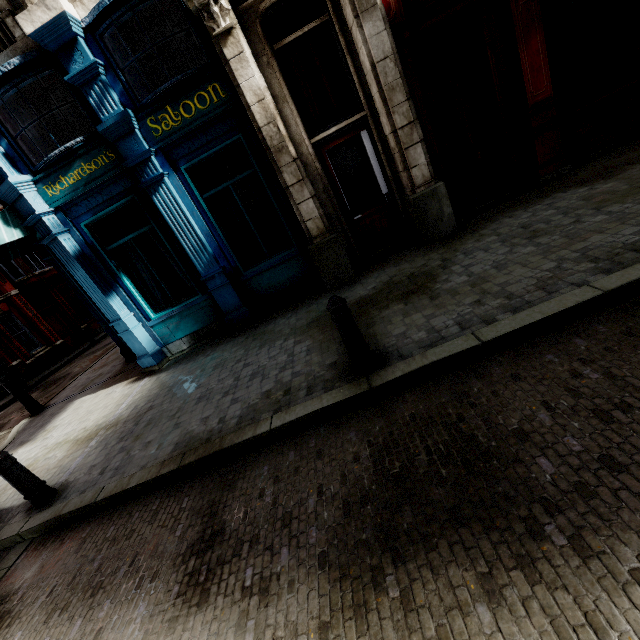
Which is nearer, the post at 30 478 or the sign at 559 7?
the post at 30 478

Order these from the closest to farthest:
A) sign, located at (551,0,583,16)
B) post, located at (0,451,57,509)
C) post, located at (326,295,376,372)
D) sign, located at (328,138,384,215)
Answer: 1. post, located at (326,295,376,372)
2. post, located at (0,451,57,509)
3. sign, located at (551,0,583,16)
4. sign, located at (328,138,384,215)

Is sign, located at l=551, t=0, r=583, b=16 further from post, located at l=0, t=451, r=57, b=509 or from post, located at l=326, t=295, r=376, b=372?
post, located at l=0, t=451, r=57, b=509

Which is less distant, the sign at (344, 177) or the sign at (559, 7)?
the sign at (559, 7)

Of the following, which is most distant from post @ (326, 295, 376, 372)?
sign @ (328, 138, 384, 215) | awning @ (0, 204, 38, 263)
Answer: awning @ (0, 204, 38, 263)

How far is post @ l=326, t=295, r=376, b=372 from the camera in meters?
3.5 m

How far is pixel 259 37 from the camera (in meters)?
5.99

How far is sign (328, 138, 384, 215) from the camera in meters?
6.9 m
